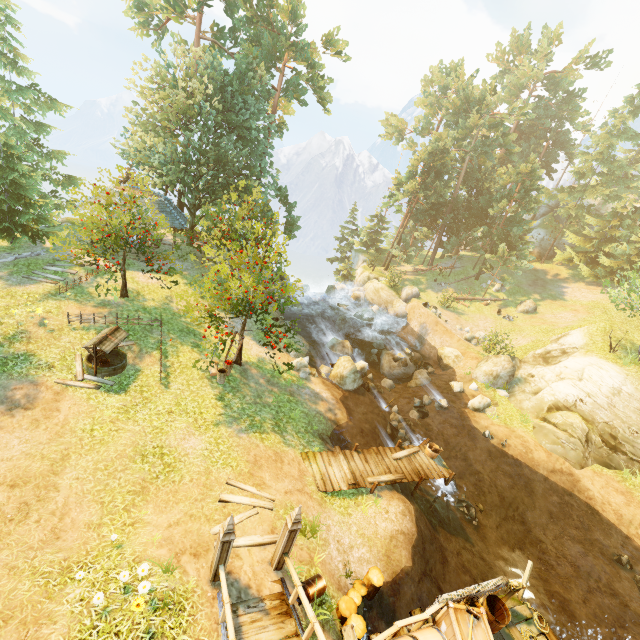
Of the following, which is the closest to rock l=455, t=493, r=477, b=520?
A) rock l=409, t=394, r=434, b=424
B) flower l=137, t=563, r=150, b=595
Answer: rock l=409, t=394, r=434, b=424

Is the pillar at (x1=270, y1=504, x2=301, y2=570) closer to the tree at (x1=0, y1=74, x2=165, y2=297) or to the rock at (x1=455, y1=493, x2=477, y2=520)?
the tree at (x1=0, y1=74, x2=165, y2=297)

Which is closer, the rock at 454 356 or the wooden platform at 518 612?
the wooden platform at 518 612

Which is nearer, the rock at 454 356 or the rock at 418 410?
the rock at 418 410

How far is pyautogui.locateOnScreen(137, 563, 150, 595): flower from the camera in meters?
6.9 m

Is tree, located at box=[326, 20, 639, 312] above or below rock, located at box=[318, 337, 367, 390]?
above

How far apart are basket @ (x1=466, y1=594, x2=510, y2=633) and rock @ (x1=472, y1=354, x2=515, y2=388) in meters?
17.5

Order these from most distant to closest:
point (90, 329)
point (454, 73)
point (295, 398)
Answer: point (454, 73), point (295, 398), point (90, 329)
